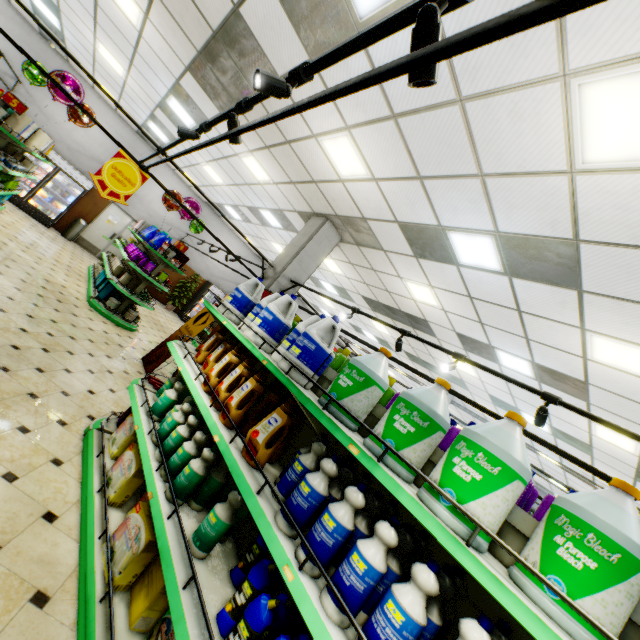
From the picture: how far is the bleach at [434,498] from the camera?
1.23m

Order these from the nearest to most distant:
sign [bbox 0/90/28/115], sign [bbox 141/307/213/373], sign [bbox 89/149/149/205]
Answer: sign [bbox 89/149/149/205], sign [bbox 0/90/28/115], sign [bbox 141/307/213/373]

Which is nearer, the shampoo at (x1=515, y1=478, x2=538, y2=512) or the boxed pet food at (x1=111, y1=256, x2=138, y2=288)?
the shampoo at (x1=515, y1=478, x2=538, y2=512)

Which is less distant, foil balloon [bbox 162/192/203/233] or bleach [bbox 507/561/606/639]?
bleach [bbox 507/561/606/639]

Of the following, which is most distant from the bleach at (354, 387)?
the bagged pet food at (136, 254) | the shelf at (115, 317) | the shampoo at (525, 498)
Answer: the bagged pet food at (136, 254)

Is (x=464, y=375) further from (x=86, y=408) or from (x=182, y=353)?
(x=86, y=408)

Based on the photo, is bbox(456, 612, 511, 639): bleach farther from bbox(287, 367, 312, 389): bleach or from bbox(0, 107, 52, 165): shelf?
bbox(0, 107, 52, 165): shelf

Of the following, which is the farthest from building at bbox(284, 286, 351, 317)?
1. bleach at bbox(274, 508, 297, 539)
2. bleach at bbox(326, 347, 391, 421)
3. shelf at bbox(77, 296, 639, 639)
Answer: bleach at bbox(326, 347, 391, 421)
